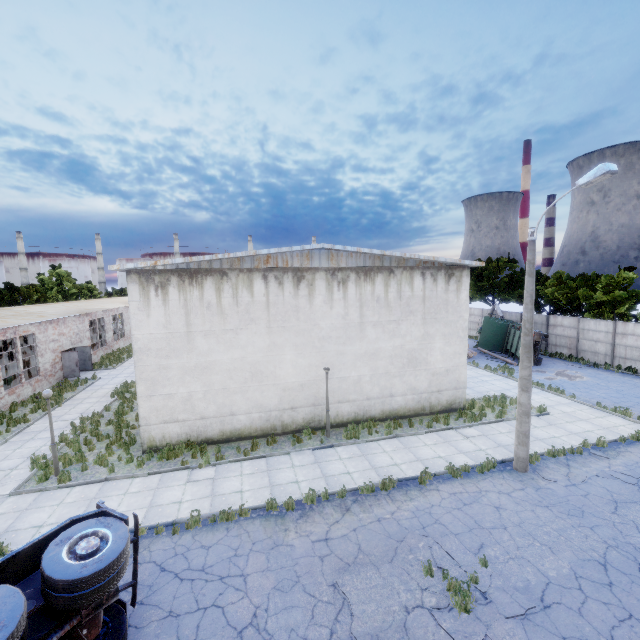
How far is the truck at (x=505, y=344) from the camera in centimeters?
2797cm

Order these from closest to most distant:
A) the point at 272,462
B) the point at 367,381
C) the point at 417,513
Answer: the point at 417,513 → the point at 272,462 → the point at 367,381

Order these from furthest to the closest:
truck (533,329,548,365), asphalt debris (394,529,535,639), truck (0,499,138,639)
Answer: truck (533,329,548,365) < asphalt debris (394,529,535,639) < truck (0,499,138,639)

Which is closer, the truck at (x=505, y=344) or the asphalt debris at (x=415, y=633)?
the asphalt debris at (x=415, y=633)

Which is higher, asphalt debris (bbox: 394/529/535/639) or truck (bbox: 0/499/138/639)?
truck (bbox: 0/499/138/639)

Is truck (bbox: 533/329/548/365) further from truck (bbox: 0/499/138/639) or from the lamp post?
truck (bbox: 0/499/138/639)

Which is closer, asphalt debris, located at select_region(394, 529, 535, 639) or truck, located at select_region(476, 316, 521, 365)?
asphalt debris, located at select_region(394, 529, 535, 639)
